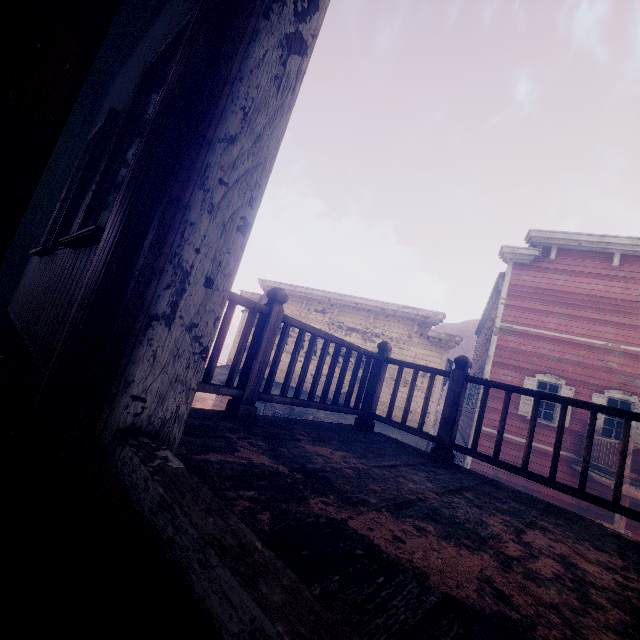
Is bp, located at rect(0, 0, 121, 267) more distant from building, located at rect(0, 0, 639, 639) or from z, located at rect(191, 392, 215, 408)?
z, located at rect(191, 392, 215, 408)

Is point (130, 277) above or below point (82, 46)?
below

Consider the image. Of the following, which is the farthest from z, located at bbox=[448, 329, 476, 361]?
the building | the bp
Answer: the bp

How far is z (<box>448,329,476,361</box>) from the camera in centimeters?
5384cm

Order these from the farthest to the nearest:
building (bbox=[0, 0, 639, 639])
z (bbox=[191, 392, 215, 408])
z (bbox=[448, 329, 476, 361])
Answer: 1. z (bbox=[448, 329, 476, 361])
2. z (bbox=[191, 392, 215, 408])
3. building (bbox=[0, 0, 639, 639])

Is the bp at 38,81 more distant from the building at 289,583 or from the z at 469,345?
the z at 469,345

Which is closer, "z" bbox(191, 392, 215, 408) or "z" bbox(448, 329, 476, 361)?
"z" bbox(191, 392, 215, 408)

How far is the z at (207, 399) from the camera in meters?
24.9
